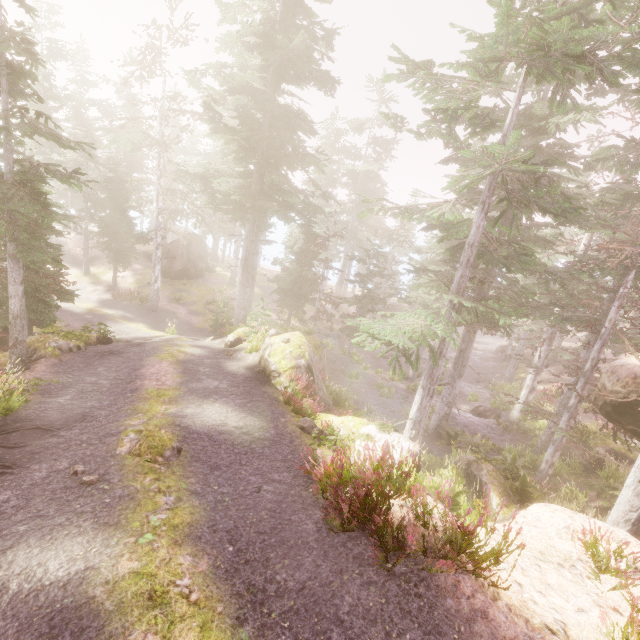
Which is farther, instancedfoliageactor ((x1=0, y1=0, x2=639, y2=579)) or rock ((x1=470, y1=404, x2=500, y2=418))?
rock ((x1=470, y1=404, x2=500, y2=418))

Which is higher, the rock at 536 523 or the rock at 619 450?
the rock at 536 523

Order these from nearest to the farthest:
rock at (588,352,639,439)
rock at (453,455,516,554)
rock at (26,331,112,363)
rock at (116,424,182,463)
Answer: rock at (453,455,516,554)
rock at (116,424,182,463)
rock at (588,352,639,439)
rock at (26,331,112,363)

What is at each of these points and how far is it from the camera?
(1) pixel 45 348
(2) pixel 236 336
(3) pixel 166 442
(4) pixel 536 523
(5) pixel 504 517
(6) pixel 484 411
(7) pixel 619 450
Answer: (1) rock, 11.99m
(2) rock, 17.55m
(3) rock, 7.06m
(4) rock, 6.14m
(5) rock, 6.78m
(6) rock, 24.38m
(7) rock, 15.92m

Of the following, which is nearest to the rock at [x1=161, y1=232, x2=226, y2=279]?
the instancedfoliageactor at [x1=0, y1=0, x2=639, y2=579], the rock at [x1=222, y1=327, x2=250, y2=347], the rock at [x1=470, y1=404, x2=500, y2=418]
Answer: the instancedfoliageactor at [x1=0, y1=0, x2=639, y2=579]

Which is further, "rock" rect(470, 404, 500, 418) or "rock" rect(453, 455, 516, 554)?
"rock" rect(470, 404, 500, 418)

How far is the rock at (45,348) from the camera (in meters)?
11.81

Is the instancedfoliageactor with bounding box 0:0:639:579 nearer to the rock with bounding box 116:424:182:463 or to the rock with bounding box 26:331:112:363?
the rock with bounding box 26:331:112:363
